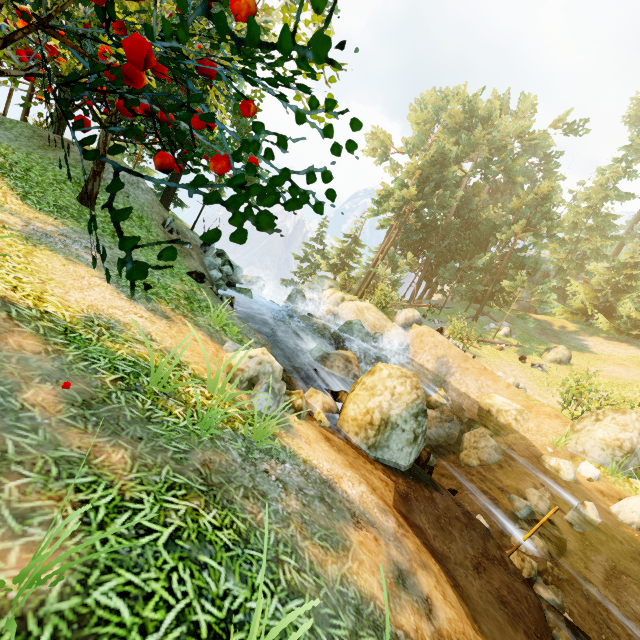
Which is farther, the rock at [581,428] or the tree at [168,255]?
the rock at [581,428]

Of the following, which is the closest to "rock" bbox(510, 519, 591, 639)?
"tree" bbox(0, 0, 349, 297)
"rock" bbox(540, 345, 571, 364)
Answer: "tree" bbox(0, 0, 349, 297)

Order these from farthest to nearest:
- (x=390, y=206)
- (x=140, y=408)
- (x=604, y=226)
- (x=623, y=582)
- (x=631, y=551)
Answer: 1. (x=390, y=206)
2. (x=604, y=226)
3. (x=631, y=551)
4. (x=623, y=582)
5. (x=140, y=408)

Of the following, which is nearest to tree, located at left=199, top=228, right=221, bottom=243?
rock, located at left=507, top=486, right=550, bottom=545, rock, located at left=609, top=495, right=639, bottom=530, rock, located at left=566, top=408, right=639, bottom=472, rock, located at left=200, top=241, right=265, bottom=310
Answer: rock, located at left=200, top=241, right=265, bottom=310

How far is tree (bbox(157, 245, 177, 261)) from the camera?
1.5m

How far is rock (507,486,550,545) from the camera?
8.4m

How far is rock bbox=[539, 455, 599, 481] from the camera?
11.2 meters

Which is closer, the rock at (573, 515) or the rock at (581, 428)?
the rock at (573, 515)
